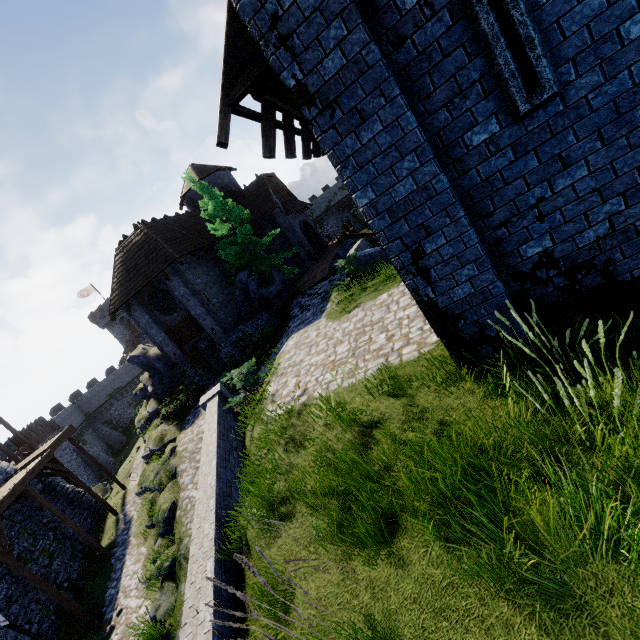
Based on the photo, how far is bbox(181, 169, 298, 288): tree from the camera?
19.2m

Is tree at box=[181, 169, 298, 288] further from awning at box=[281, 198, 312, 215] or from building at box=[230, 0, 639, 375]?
building at box=[230, 0, 639, 375]

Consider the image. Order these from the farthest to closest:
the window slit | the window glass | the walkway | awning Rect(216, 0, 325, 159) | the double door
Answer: the double door < the window glass < the walkway < awning Rect(216, 0, 325, 159) < the window slit

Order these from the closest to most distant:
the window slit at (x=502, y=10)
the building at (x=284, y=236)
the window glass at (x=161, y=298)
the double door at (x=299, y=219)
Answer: the window slit at (x=502, y=10)
the window glass at (x=161, y=298)
the building at (x=284, y=236)
the double door at (x=299, y=219)

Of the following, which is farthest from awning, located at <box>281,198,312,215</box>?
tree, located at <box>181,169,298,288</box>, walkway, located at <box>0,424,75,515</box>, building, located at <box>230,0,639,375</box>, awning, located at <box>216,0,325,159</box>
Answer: walkway, located at <box>0,424,75,515</box>

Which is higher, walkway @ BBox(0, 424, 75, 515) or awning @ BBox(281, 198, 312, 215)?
awning @ BBox(281, 198, 312, 215)

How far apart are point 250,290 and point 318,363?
10.6 meters

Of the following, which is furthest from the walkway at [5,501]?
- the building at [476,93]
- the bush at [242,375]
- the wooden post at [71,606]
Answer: the building at [476,93]
